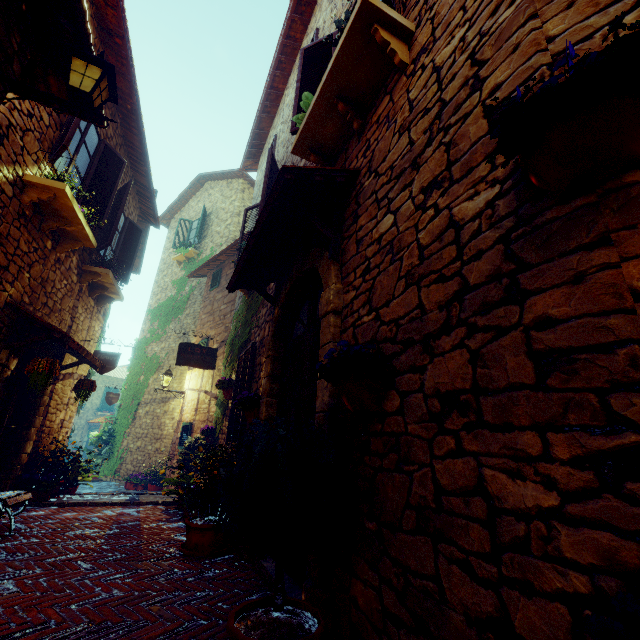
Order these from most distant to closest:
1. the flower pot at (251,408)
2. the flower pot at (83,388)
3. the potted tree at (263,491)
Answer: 1. the flower pot at (83,388)
2. the flower pot at (251,408)
3. the potted tree at (263,491)

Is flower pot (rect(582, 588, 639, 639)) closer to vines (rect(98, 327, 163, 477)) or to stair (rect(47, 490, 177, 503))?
stair (rect(47, 490, 177, 503))

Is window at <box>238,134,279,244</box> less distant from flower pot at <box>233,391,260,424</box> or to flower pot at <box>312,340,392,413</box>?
flower pot at <box>233,391,260,424</box>

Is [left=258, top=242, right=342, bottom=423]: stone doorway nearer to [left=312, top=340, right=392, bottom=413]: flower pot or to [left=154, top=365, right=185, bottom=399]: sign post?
[left=312, top=340, right=392, bottom=413]: flower pot

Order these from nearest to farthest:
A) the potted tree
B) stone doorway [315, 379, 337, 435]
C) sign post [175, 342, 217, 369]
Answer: the potted tree, stone doorway [315, 379, 337, 435], sign post [175, 342, 217, 369]

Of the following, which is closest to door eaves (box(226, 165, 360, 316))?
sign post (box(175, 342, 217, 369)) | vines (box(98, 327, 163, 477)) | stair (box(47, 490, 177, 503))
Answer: sign post (box(175, 342, 217, 369))

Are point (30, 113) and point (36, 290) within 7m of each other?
yes

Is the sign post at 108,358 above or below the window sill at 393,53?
A: below
